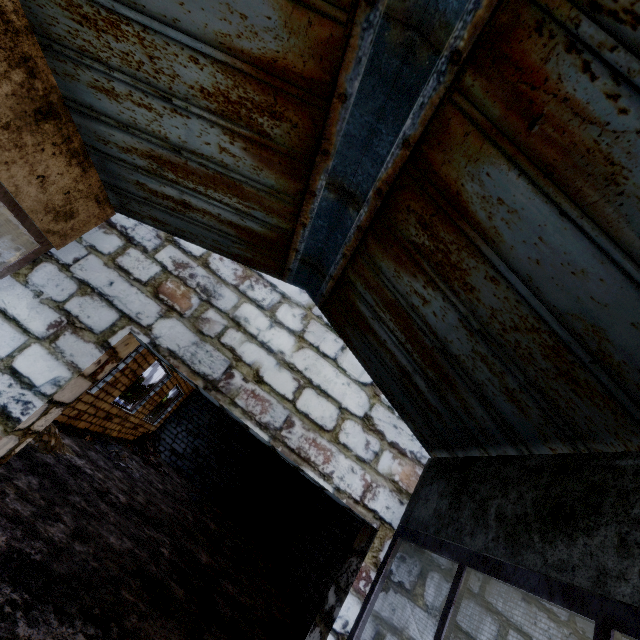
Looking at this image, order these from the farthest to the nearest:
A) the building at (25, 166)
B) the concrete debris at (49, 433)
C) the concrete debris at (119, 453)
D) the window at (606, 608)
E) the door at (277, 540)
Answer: the door at (277, 540)
the concrete debris at (119, 453)
the concrete debris at (49, 433)
the building at (25, 166)
the window at (606, 608)

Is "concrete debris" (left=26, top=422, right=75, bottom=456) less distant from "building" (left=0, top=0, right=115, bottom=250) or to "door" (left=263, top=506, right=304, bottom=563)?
"building" (left=0, top=0, right=115, bottom=250)

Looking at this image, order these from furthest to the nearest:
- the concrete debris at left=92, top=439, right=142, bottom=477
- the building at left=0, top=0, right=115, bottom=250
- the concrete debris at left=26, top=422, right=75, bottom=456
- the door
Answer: the door → the concrete debris at left=92, top=439, right=142, bottom=477 → the concrete debris at left=26, top=422, right=75, bottom=456 → the building at left=0, top=0, right=115, bottom=250

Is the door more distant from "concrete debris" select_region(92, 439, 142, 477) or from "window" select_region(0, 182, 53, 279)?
"window" select_region(0, 182, 53, 279)

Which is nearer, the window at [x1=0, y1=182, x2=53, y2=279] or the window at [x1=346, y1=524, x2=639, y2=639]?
the window at [x1=346, y1=524, x2=639, y2=639]

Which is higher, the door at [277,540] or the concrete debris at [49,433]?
the door at [277,540]

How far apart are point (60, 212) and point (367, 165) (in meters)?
2.31

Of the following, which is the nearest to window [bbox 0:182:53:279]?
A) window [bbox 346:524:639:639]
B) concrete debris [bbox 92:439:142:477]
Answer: window [bbox 346:524:639:639]
